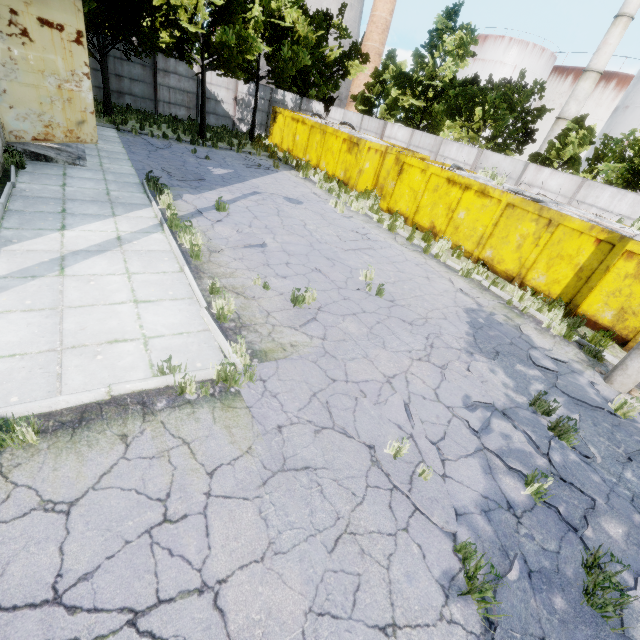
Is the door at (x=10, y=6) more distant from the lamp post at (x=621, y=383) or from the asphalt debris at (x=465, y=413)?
the lamp post at (x=621, y=383)

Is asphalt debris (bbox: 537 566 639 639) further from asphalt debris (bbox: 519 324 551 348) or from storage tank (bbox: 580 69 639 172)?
storage tank (bbox: 580 69 639 172)

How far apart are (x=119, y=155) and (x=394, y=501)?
15.12m

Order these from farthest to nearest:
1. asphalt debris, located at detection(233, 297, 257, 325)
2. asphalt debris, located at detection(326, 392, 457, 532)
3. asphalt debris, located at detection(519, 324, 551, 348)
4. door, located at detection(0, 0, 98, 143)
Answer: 1. door, located at detection(0, 0, 98, 143)
2. asphalt debris, located at detection(519, 324, 551, 348)
3. asphalt debris, located at detection(233, 297, 257, 325)
4. asphalt debris, located at detection(326, 392, 457, 532)

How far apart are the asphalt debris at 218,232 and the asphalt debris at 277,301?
1.5m

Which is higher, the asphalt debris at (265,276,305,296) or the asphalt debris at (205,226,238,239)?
the asphalt debris at (205,226,238,239)

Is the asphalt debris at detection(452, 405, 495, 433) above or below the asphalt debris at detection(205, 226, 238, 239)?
below

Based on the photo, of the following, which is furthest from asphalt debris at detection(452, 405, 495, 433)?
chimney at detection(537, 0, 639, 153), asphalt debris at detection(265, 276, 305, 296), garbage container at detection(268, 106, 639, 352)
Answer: chimney at detection(537, 0, 639, 153)
